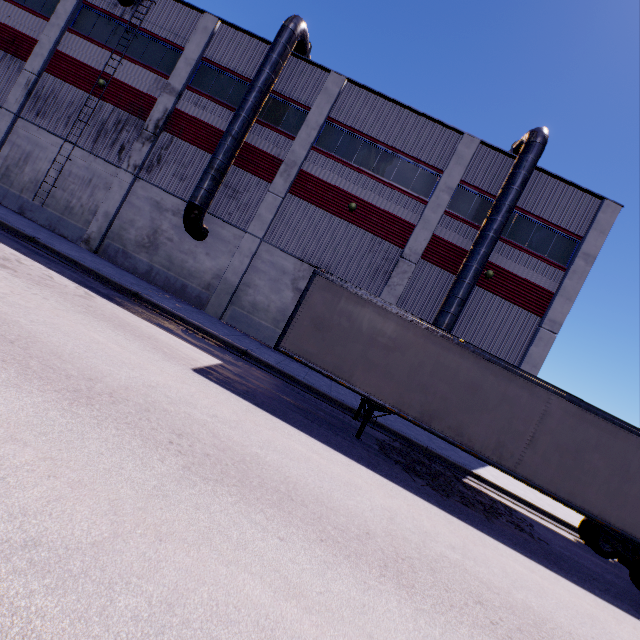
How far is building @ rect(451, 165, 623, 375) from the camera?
16.5m

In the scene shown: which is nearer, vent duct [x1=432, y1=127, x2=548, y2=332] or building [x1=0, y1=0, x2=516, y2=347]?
vent duct [x1=432, y1=127, x2=548, y2=332]

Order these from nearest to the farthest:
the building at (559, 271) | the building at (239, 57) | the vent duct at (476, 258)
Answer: the vent duct at (476, 258), the building at (559, 271), the building at (239, 57)

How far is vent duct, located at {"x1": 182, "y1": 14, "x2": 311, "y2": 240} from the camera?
15.88m

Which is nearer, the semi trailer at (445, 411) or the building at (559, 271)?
the semi trailer at (445, 411)

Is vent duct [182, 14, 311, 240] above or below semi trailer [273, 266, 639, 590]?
above

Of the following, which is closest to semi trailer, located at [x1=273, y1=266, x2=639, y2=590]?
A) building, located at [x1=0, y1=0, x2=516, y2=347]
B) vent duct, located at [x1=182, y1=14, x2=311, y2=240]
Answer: building, located at [x1=0, y1=0, x2=516, y2=347]

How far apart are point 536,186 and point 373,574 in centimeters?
1977cm
